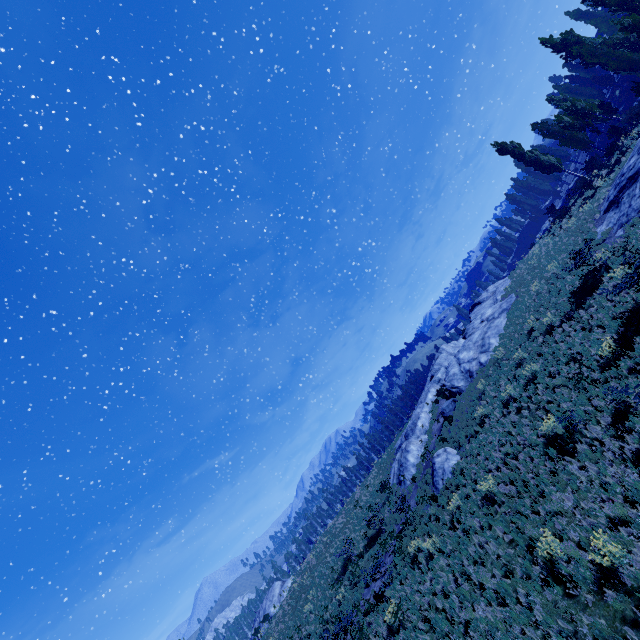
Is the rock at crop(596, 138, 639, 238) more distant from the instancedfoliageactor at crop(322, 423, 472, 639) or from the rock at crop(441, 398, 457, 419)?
the rock at crop(441, 398, 457, 419)

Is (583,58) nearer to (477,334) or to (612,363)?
(477,334)

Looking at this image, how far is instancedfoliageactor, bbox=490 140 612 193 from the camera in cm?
2741

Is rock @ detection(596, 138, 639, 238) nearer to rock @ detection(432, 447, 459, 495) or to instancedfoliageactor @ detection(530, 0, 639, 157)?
instancedfoliageactor @ detection(530, 0, 639, 157)

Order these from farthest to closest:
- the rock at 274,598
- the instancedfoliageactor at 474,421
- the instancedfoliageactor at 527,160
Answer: the rock at 274,598 → the instancedfoliageactor at 527,160 → the instancedfoliageactor at 474,421

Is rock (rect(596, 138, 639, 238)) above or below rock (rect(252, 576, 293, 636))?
below

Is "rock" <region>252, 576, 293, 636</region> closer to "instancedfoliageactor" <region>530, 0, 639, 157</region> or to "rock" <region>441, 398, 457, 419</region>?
"instancedfoliageactor" <region>530, 0, 639, 157</region>

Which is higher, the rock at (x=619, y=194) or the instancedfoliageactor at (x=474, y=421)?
the rock at (x=619, y=194)
